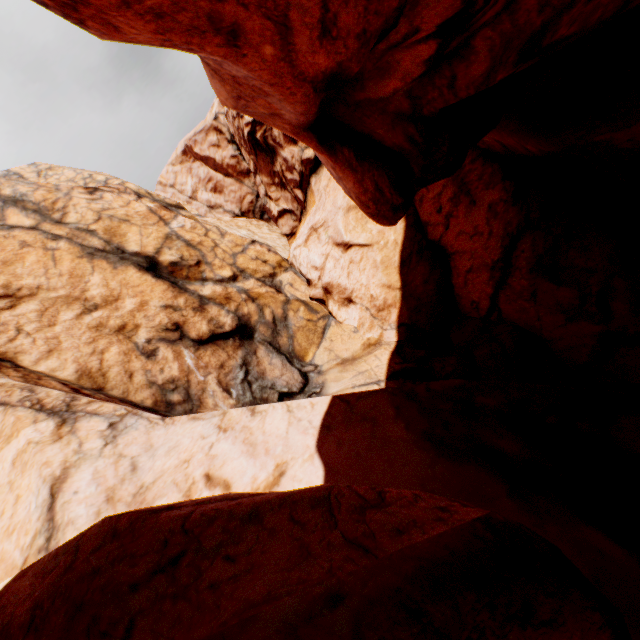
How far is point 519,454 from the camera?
4.0m
